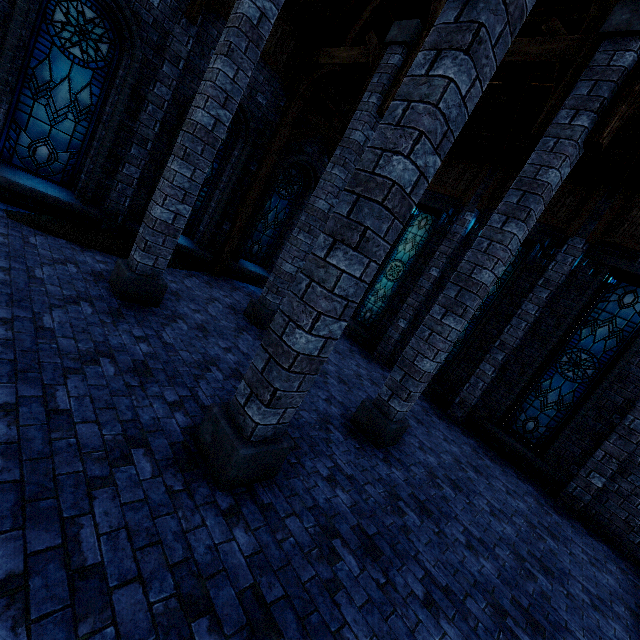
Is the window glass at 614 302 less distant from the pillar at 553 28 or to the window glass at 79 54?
the pillar at 553 28

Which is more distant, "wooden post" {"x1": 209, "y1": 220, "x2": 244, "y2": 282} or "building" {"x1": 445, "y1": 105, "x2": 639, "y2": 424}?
"wooden post" {"x1": 209, "y1": 220, "x2": 244, "y2": 282}

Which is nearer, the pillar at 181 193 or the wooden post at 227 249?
the pillar at 181 193

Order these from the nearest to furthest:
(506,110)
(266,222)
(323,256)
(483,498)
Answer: (323,256) → (483,498) → (506,110) → (266,222)

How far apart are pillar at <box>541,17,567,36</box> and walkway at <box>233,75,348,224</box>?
5.7 meters

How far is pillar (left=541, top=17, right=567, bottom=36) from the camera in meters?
5.0

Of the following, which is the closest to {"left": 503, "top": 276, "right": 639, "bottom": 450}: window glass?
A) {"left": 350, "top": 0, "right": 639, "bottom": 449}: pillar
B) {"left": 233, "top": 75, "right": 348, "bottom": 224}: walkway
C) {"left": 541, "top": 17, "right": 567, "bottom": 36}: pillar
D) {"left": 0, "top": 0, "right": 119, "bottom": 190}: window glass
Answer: {"left": 350, "top": 0, "right": 639, "bottom": 449}: pillar

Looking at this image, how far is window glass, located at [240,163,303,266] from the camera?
11.0m
